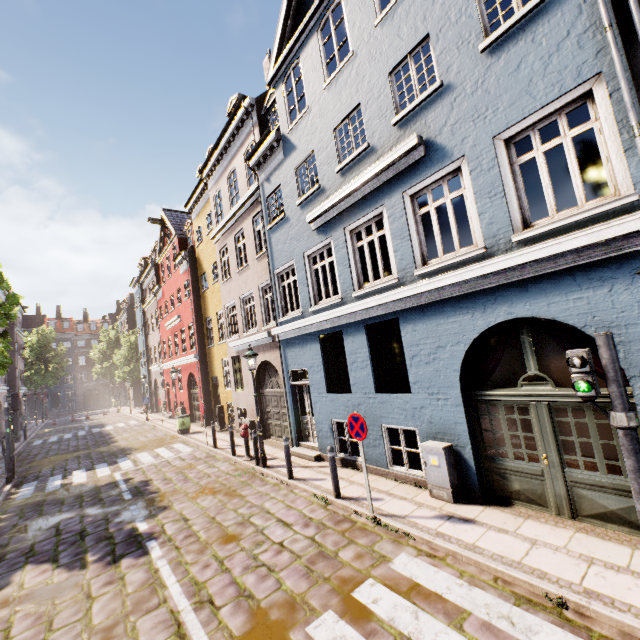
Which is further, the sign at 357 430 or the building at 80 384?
the building at 80 384

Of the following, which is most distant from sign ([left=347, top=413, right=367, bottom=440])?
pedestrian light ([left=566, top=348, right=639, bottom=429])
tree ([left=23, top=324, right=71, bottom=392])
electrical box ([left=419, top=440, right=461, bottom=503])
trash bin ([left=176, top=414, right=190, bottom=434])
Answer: tree ([left=23, top=324, right=71, bottom=392])

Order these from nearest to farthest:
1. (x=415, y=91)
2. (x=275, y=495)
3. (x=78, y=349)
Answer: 1. (x=415, y=91)
2. (x=275, y=495)
3. (x=78, y=349)

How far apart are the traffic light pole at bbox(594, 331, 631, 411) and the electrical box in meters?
3.3

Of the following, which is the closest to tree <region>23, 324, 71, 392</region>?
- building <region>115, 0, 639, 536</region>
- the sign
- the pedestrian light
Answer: building <region>115, 0, 639, 536</region>

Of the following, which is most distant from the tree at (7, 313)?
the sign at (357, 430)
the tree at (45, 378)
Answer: the tree at (45, 378)

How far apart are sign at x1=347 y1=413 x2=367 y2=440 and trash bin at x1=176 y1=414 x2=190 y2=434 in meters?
14.2 m

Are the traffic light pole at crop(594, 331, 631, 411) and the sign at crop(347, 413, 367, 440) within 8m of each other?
yes
